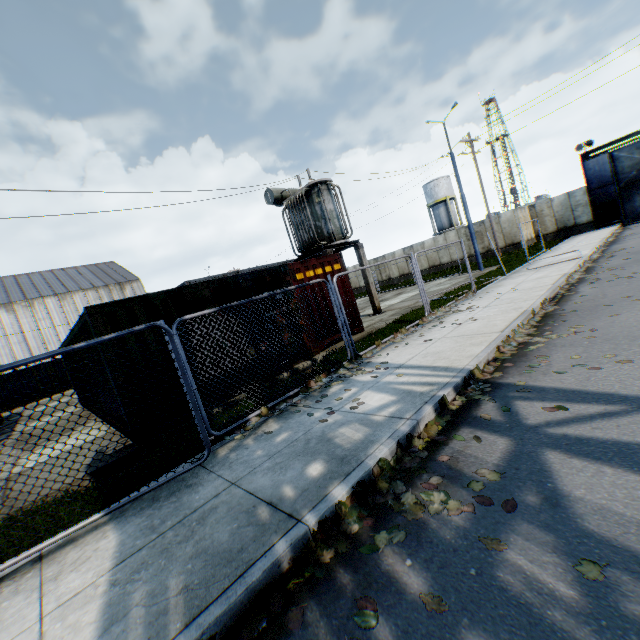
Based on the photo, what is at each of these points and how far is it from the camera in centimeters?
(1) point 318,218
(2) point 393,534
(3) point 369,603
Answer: (1) electrical compensator, 1428cm
(2) leaf decal, 270cm
(3) leaf decal, 219cm

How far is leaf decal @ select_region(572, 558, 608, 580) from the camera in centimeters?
194cm

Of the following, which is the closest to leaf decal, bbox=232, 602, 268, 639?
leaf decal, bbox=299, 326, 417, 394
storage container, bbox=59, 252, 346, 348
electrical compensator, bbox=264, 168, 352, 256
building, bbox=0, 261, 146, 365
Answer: leaf decal, bbox=299, 326, 417, 394

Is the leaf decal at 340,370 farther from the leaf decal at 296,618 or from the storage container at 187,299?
the leaf decal at 296,618

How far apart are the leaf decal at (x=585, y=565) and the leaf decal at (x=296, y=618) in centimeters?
186cm

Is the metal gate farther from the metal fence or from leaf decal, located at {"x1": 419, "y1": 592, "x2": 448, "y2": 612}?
leaf decal, located at {"x1": 419, "y1": 592, "x2": 448, "y2": 612}

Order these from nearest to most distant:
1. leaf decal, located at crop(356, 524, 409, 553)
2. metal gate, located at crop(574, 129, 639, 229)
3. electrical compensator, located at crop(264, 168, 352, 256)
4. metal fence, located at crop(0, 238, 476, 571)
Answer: leaf decal, located at crop(356, 524, 409, 553) → metal fence, located at crop(0, 238, 476, 571) → electrical compensator, located at crop(264, 168, 352, 256) → metal gate, located at crop(574, 129, 639, 229)

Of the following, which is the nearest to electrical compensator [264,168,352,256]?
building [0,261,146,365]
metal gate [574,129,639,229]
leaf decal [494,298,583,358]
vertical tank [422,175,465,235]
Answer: leaf decal [494,298,583,358]
